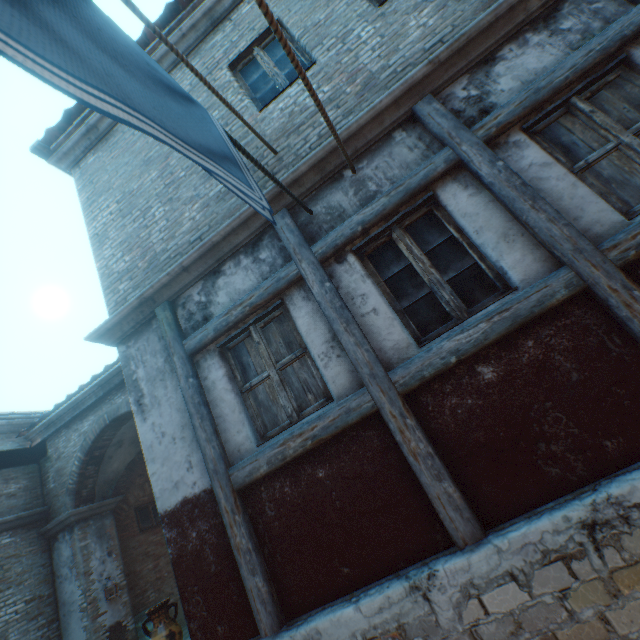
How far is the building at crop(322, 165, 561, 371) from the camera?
2.9 meters

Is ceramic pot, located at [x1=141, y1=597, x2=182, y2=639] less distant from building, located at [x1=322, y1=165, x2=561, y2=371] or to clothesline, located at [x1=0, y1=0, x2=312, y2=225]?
building, located at [x1=322, y1=165, x2=561, y2=371]

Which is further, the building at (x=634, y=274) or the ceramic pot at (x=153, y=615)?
the ceramic pot at (x=153, y=615)

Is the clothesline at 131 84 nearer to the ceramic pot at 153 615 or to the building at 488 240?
the building at 488 240

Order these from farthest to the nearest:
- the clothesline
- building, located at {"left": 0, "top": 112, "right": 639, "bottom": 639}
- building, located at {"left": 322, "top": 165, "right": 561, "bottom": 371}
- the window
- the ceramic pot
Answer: the window → the ceramic pot → building, located at {"left": 322, "top": 165, "right": 561, "bottom": 371} → building, located at {"left": 0, "top": 112, "right": 639, "bottom": 639} → the clothesline

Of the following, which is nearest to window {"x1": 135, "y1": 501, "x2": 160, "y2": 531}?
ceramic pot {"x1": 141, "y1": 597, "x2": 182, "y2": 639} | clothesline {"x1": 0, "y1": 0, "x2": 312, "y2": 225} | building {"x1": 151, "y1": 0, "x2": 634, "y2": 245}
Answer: building {"x1": 151, "y1": 0, "x2": 634, "y2": 245}

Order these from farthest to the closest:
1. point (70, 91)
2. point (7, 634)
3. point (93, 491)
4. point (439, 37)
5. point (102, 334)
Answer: point (93, 491), point (7, 634), point (102, 334), point (439, 37), point (70, 91)

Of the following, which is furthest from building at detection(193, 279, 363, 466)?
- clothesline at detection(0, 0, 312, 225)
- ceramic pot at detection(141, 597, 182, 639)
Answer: ceramic pot at detection(141, 597, 182, 639)
